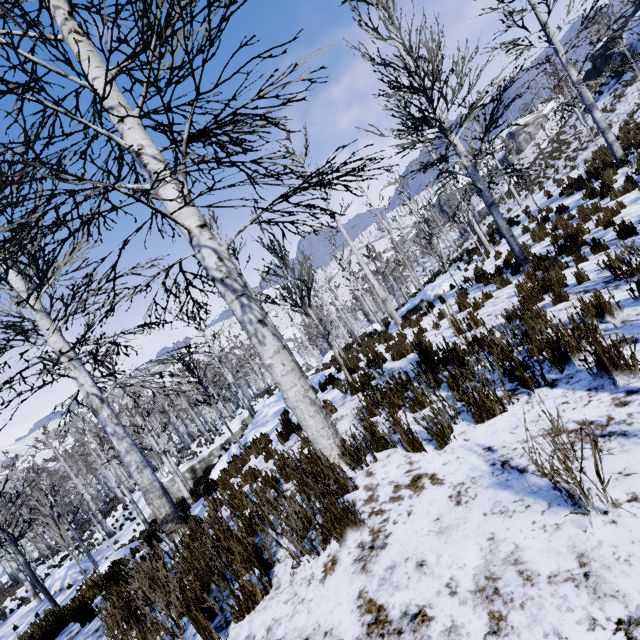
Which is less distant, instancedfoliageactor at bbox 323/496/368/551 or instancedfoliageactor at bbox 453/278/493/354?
instancedfoliageactor at bbox 323/496/368/551

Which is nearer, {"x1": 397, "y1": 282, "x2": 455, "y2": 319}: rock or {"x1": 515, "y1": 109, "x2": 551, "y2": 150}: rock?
{"x1": 397, "y1": 282, "x2": 455, "y2": 319}: rock

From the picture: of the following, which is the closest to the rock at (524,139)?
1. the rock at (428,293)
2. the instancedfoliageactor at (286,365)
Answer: the instancedfoliageactor at (286,365)

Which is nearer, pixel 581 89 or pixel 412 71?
pixel 412 71

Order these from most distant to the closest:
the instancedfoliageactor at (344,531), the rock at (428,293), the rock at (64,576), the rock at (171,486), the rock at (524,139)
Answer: the rock at (524,139) < the rock at (171,486) < the rock at (64,576) < the rock at (428,293) < the instancedfoliageactor at (344,531)

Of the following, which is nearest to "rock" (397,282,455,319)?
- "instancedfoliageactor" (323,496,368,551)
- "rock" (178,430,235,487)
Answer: "instancedfoliageactor" (323,496,368,551)

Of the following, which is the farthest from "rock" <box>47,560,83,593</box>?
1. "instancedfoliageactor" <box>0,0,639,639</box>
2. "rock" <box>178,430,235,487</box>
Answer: "rock" <box>178,430,235,487</box>

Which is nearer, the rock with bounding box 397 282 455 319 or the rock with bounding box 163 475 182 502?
the rock with bounding box 397 282 455 319
